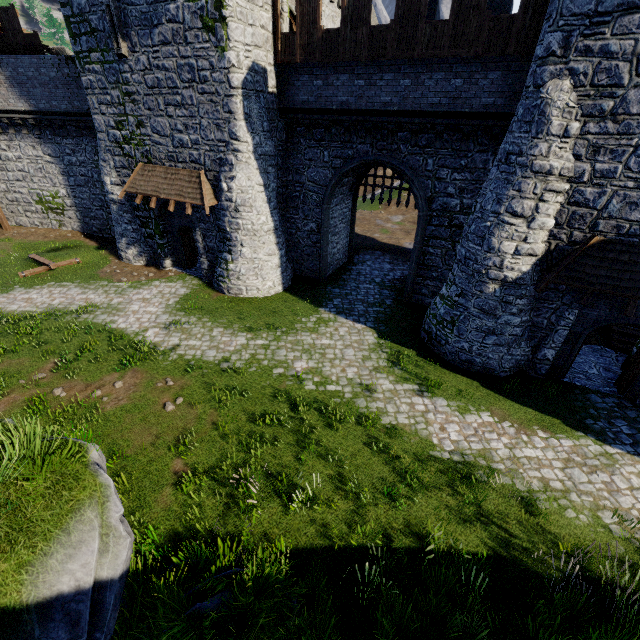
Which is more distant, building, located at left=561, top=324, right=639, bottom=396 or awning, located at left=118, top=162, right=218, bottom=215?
awning, located at left=118, top=162, right=218, bottom=215

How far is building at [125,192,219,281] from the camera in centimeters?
1650cm

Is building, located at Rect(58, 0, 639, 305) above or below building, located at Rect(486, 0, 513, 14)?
below

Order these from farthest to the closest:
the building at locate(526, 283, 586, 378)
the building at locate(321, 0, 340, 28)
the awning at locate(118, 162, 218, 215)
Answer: the building at locate(321, 0, 340, 28), the awning at locate(118, 162, 218, 215), the building at locate(526, 283, 586, 378)

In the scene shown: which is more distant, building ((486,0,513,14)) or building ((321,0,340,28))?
building ((321,0,340,28))

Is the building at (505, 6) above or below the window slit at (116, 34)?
above

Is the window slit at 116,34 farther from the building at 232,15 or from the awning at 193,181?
the awning at 193,181

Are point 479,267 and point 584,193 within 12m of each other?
yes
